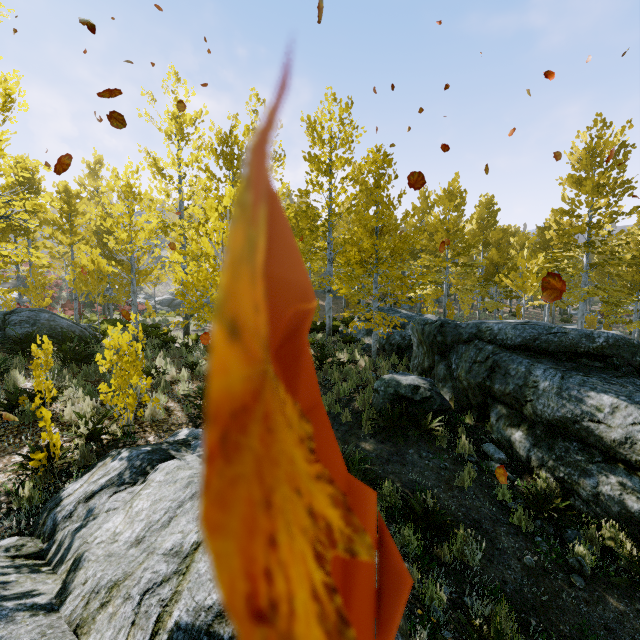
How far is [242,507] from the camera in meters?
0.1

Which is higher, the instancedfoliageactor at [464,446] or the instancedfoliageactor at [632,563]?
the instancedfoliageactor at [464,446]

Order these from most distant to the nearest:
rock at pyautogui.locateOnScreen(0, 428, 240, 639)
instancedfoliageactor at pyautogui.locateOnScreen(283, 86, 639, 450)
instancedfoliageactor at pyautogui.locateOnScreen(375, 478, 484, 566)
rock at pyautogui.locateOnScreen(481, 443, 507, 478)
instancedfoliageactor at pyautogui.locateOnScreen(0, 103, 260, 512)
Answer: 1. instancedfoliageactor at pyautogui.locateOnScreen(283, 86, 639, 450)
2. rock at pyautogui.locateOnScreen(481, 443, 507, 478)
3. instancedfoliageactor at pyautogui.locateOnScreen(0, 103, 260, 512)
4. instancedfoliageactor at pyautogui.locateOnScreen(375, 478, 484, 566)
5. rock at pyautogui.locateOnScreen(0, 428, 240, 639)

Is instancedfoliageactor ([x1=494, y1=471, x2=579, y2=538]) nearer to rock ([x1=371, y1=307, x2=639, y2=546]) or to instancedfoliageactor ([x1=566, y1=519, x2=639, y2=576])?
rock ([x1=371, y1=307, x2=639, y2=546])

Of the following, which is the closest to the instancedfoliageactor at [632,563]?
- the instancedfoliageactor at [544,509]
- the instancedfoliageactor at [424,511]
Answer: the instancedfoliageactor at [424,511]

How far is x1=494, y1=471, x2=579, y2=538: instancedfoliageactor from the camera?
4.9 meters

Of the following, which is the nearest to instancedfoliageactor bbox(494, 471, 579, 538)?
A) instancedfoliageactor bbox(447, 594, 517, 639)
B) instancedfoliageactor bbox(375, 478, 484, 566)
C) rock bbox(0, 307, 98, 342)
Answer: rock bbox(0, 307, 98, 342)

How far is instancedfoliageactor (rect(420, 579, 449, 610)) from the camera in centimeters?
340cm
